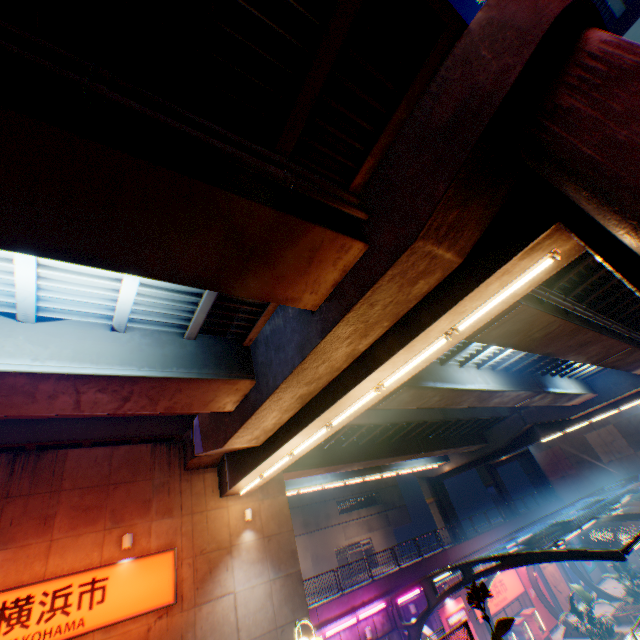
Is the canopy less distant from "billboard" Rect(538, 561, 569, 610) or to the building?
"billboard" Rect(538, 561, 569, 610)

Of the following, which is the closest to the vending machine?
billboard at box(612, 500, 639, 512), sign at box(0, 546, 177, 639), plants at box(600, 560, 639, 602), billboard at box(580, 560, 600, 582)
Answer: plants at box(600, 560, 639, 602)

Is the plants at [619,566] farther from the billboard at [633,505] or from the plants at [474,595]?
the plants at [474,595]

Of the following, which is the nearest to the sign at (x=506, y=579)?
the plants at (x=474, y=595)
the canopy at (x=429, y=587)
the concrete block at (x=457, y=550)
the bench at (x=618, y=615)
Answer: the canopy at (x=429, y=587)

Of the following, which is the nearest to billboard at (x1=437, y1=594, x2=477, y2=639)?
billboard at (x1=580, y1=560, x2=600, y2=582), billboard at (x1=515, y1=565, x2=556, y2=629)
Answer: billboard at (x1=515, y1=565, x2=556, y2=629)

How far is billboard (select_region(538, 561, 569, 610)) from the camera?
26.8m

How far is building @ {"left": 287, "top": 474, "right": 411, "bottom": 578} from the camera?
38.8m

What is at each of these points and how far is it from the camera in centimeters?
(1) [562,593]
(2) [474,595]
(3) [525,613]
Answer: (1) billboard, 2738cm
(2) plants, 265cm
(3) vending machine, 2336cm
